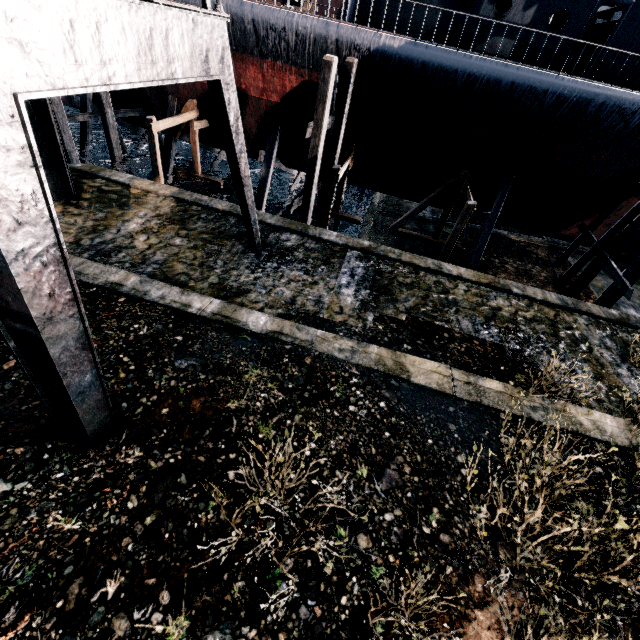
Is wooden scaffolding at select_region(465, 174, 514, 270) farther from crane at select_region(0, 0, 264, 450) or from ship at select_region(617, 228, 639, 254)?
crane at select_region(0, 0, 264, 450)

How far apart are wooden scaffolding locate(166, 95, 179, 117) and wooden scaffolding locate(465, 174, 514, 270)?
18.32m

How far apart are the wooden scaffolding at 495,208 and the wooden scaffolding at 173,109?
18.3 meters

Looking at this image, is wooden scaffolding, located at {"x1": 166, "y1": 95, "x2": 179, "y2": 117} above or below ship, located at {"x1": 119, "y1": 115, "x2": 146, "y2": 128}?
above

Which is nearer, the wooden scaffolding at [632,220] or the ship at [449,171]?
the ship at [449,171]

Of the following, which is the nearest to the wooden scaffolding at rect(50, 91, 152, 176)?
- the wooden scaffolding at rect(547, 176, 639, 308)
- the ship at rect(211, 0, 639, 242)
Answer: the ship at rect(211, 0, 639, 242)

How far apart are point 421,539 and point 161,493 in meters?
4.3 m

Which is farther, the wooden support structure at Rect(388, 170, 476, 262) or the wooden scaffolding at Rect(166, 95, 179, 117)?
the wooden scaffolding at Rect(166, 95, 179, 117)
